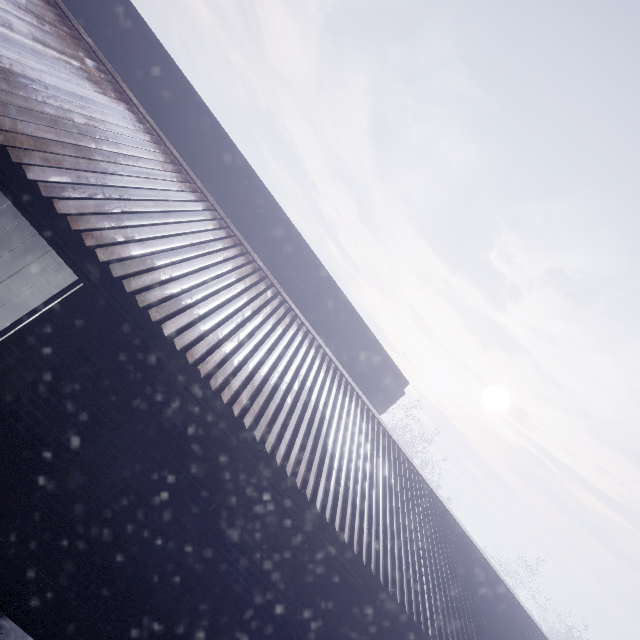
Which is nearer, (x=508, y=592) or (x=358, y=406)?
(x=358, y=406)

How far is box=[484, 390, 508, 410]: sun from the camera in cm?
5923

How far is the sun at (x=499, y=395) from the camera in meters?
59.2
